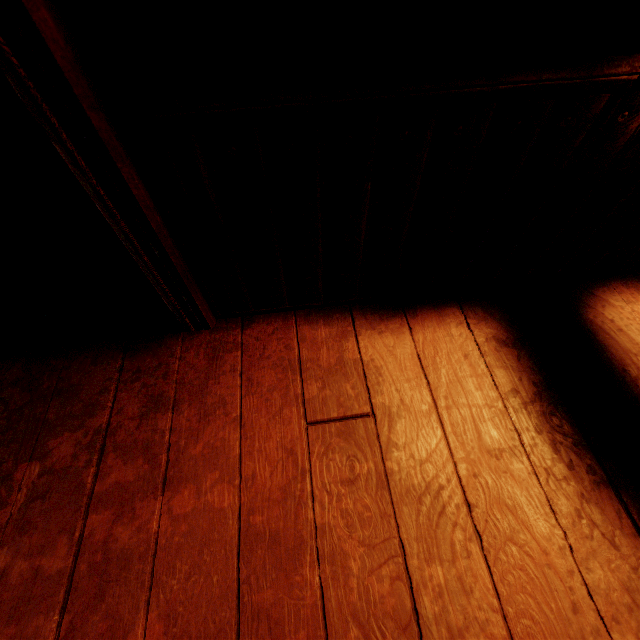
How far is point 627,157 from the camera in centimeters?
100cm
